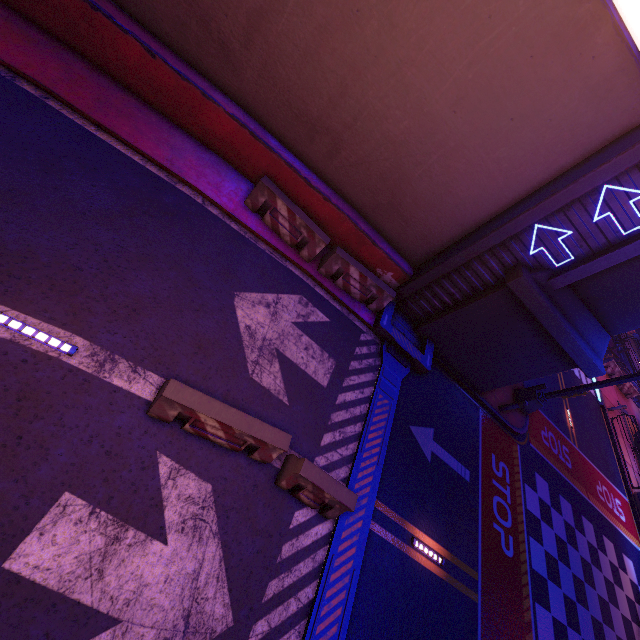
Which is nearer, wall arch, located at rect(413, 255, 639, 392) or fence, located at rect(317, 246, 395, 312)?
wall arch, located at rect(413, 255, 639, 392)

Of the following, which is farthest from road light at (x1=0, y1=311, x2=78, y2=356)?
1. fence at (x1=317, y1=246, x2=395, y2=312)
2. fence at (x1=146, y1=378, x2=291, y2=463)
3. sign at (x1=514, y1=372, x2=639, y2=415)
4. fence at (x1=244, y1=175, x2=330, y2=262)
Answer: sign at (x1=514, y1=372, x2=639, y2=415)

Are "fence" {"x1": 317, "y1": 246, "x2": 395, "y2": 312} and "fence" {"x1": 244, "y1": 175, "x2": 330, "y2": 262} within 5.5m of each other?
yes

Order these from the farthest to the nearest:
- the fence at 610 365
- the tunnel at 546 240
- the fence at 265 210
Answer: the fence at 610 365 < the fence at 265 210 < the tunnel at 546 240

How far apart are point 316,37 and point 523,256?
7.47m

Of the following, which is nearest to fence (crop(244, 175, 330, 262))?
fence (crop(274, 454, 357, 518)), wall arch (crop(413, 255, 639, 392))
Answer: wall arch (crop(413, 255, 639, 392))

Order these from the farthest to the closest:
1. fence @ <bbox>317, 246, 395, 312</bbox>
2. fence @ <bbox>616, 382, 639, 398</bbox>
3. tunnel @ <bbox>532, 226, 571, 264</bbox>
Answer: fence @ <bbox>616, 382, 639, 398</bbox>, fence @ <bbox>317, 246, 395, 312</bbox>, tunnel @ <bbox>532, 226, 571, 264</bbox>

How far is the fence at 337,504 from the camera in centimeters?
613cm
